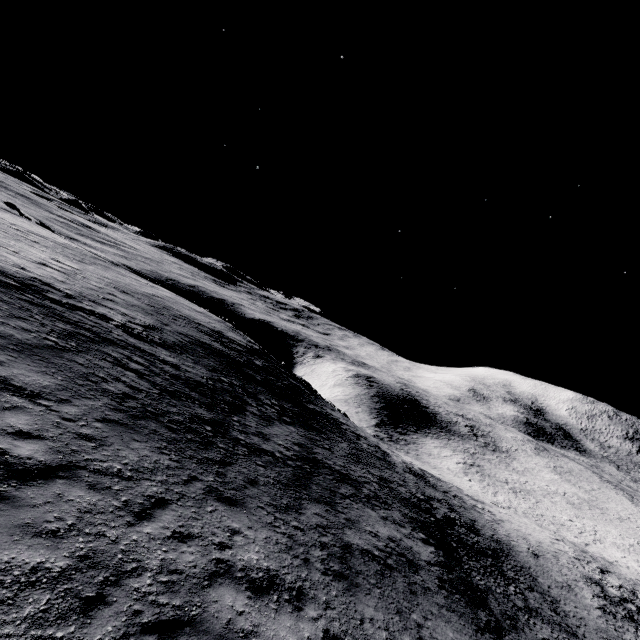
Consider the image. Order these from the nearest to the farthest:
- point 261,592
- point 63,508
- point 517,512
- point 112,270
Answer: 1. point 63,508
2. point 261,592
3. point 112,270
4. point 517,512
